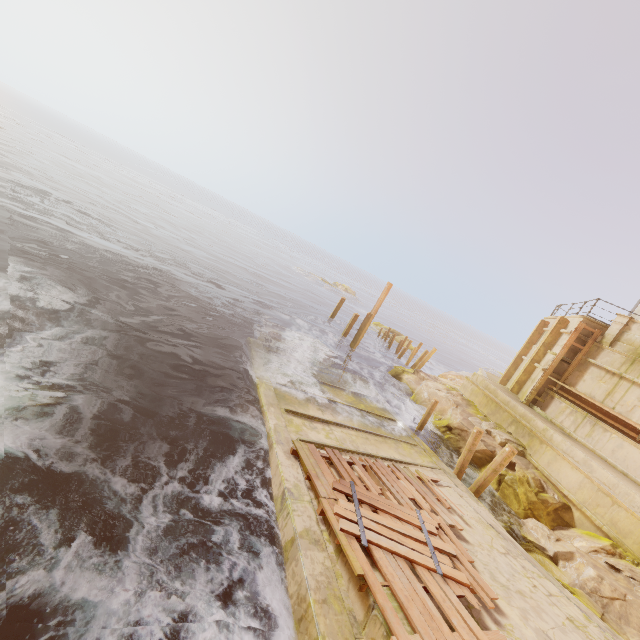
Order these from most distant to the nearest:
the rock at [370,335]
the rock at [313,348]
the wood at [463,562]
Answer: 1. the rock at [370,335]
2. the rock at [313,348]
3. the wood at [463,562]

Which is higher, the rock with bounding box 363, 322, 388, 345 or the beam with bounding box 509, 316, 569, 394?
the beam with bounding box 509, 316, 569, 394

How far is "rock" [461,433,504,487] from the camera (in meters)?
13.08

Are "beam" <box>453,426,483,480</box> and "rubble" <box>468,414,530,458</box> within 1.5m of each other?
no

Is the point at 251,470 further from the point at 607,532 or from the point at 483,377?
the point at 483,377

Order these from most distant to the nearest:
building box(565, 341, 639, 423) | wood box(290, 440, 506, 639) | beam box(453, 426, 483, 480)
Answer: building box(565, 341, 639, 423) → beam box(453, 426, 483, 480) → wood box(290, 440, 506, 639)

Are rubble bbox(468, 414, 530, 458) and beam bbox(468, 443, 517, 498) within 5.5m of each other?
yes

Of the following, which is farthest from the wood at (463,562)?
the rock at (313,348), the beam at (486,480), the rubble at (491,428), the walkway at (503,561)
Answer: the rock at (313,348)
